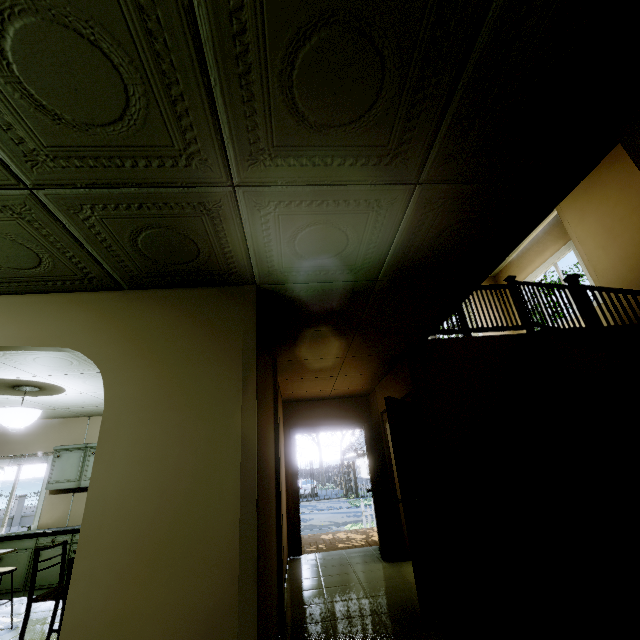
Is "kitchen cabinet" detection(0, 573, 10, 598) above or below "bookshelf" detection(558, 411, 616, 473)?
below

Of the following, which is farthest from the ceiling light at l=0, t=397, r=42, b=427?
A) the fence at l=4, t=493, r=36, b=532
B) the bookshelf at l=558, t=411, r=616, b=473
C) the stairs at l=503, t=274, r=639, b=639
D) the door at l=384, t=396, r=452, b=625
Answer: the fence at l=4, t=493, r=36, b=532

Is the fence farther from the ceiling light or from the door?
the door

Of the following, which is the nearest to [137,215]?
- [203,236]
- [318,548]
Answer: [203,236]

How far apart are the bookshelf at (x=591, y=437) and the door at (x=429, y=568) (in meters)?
1.58

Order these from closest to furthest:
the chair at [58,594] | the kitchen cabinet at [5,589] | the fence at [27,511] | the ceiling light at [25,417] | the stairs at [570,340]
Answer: the stairs at [570,340] < the chair at [58,594] < the ceiling light at [25,417] < the kitchen cabinet at [5,589] < the fence at [27,511]

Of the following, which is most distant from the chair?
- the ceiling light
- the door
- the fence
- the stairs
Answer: the fence

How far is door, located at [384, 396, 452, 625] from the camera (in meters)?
3.13
